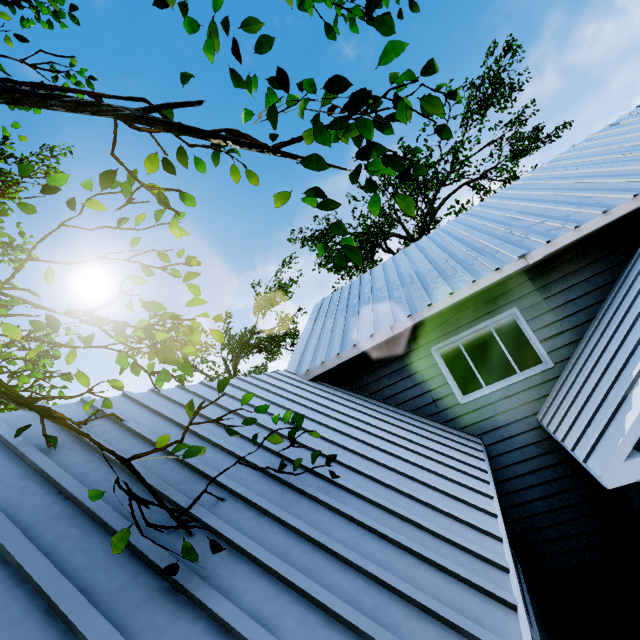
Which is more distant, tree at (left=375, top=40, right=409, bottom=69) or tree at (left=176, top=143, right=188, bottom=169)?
tree at (left=176, top=143, right=188, bottom=169)

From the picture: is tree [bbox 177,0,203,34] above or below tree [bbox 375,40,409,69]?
above

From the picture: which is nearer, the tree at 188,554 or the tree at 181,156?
the tree at 188,554

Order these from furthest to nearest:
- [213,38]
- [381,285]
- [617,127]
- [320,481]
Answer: [381,285] → [617,127] → [320,481] → [213,38]
